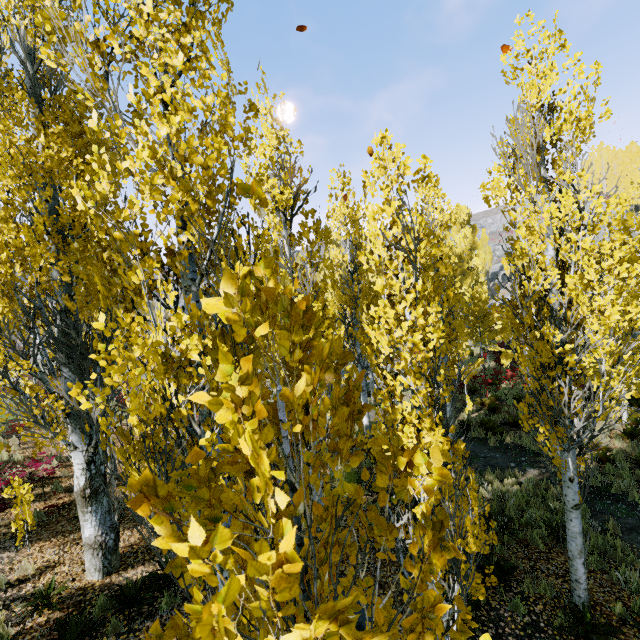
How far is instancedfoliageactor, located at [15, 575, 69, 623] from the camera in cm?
580

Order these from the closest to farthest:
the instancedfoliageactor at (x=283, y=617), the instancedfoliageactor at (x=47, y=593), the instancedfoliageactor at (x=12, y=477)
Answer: the instancedfoliageactor at (x=283, y=617) → the instancedfoliageactor at (x=47, y=593) → the instancedfoliageactor at (x=12, y=477)

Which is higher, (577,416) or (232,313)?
(232,313)

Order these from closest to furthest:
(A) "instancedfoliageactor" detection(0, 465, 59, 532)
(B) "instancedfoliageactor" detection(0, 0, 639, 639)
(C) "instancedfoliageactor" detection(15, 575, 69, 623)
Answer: (B) "instancedfoliageactor" detection(0, 0, 639, 639) → (C) "instancedfoliageactor" detection(15, 575, 69, 623) → (A) "instancedfoliageactor" detection(0, 465, 59, 532)

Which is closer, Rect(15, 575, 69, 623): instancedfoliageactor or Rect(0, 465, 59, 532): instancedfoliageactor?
Rect(15, 575, 69, 623): instancedfoliageactor

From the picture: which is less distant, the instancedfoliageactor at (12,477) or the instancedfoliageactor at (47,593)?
the instancedfoliageactor at (47,593)
